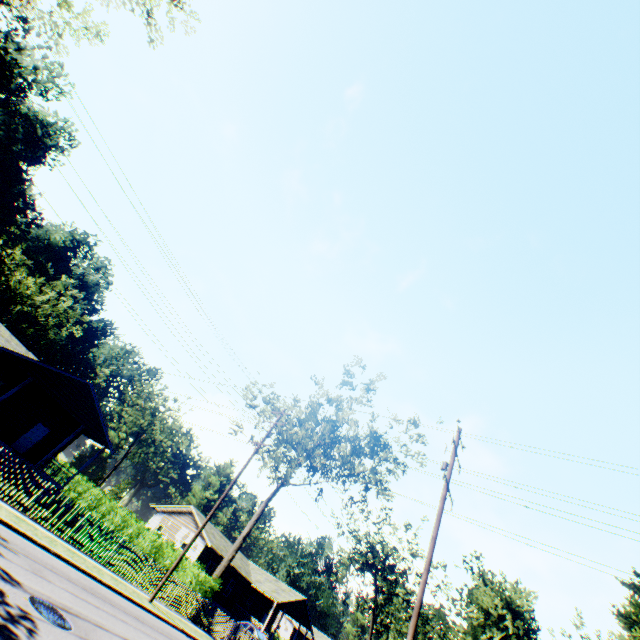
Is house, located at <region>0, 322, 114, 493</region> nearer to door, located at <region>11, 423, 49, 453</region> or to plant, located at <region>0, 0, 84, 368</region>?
door, located at <region>11, 423, 49, 453</region>

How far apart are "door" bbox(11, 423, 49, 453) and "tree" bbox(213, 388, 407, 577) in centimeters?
1738cm

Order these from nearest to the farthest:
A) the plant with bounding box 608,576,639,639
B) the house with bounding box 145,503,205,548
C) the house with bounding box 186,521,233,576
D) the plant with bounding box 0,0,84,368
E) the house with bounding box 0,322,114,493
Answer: the house with bounding box 0,322,114,493 → the plant with bounding box 608,576,639,639 → the house with bounding box 186,521,233,576 → the house with bounding box 145,503,205,548 → the plant with bounding box 0,0,84,368

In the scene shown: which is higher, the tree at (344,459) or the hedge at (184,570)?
the tree at (344,459)

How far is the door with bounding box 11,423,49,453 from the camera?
24.78m

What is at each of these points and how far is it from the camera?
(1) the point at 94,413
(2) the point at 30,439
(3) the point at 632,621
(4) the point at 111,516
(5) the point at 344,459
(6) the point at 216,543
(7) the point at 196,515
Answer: (1) house, 24.5 meters
(2) door, 25.3 meters
(3) plant, 25.6 meters
(4) hedge, 27.6 meters
(5) tree, 30.3 meters
(6) house, 36.4 meters
(7) house, 37.8 meters

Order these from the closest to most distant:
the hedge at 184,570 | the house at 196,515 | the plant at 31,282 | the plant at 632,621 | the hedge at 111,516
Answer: the hedge at 184,570 → the hedge at 111,516 → the plant at 632,621 → the house at 196,515 → the plant at 31,282

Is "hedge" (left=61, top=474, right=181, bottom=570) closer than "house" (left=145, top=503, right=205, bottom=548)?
Yes
